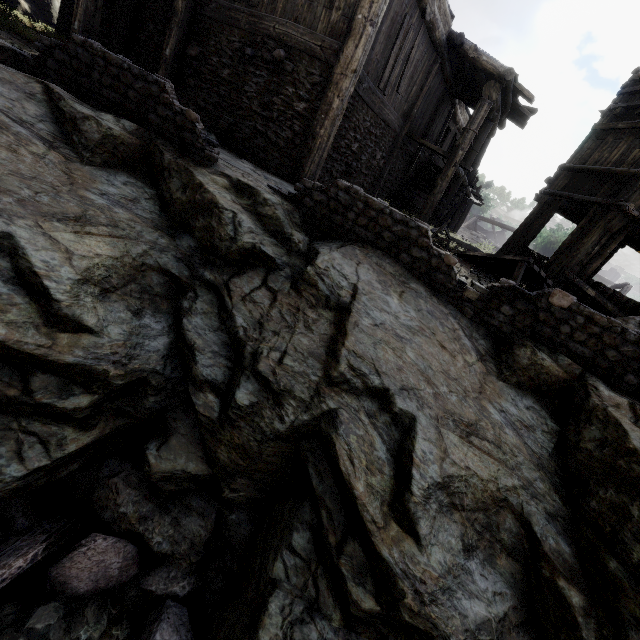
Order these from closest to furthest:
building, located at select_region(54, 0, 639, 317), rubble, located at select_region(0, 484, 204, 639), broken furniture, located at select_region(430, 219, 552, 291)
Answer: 1. rubble, located at select_region(0, 484, 204, 639)
2. building, located at select_region(54, 0, 639, 317)
3. broken furniture, located at select_region(430, 219, 552, 291)

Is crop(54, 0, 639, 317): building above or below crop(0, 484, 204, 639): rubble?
above

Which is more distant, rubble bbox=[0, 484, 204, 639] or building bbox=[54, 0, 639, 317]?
building bbox=[54, 0, 639, 317]

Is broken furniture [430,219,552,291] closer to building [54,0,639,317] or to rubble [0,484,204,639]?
building [54,0,639,317]

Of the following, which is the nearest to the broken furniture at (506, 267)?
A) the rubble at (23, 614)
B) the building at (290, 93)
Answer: the building at (290, 93)

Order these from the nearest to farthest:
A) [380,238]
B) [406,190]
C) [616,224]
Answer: [380,238], [616,224], [406,190]

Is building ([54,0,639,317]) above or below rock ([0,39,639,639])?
above

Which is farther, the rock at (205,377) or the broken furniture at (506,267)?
the broken furniture at (506,267)
